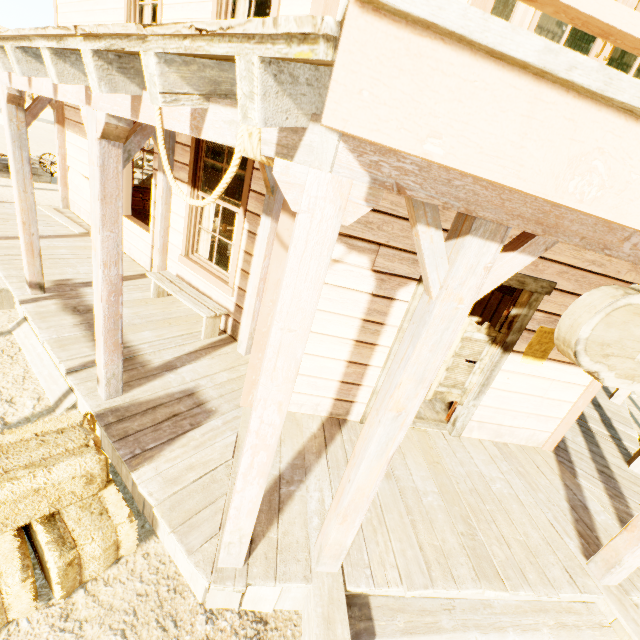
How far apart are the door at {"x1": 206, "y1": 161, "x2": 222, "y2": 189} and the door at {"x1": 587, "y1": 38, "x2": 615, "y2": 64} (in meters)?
9.92

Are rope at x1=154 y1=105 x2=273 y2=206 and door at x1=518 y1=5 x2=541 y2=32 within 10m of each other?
yes

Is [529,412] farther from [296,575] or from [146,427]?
[146,427]

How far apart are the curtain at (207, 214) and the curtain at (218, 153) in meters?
0.3

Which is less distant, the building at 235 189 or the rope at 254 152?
the rope at 254 152

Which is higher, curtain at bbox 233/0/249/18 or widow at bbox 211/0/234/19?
curtain at bbox 233/0/249/18

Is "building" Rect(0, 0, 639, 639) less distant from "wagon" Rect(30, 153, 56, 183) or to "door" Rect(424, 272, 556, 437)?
"door" Rect(424, 272, 556, 437)

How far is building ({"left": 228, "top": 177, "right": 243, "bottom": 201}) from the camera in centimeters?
1107cm
